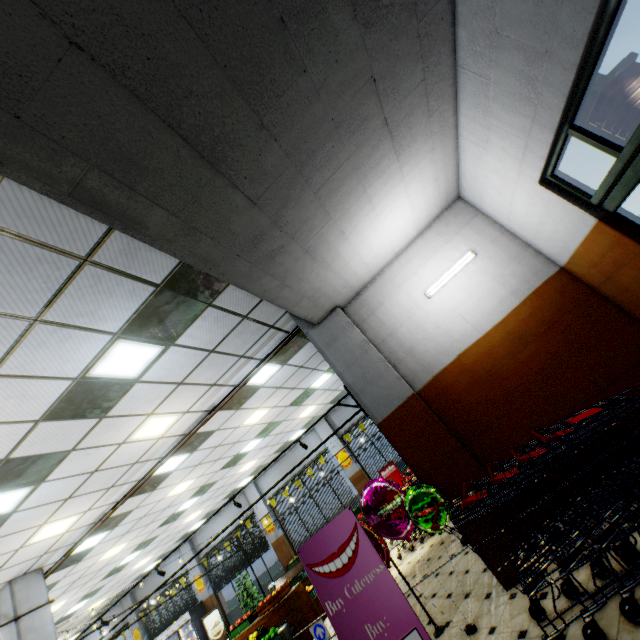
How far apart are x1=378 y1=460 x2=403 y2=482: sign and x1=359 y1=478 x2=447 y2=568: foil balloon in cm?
988

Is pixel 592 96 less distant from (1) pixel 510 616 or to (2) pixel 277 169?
(2) pixel 277 169

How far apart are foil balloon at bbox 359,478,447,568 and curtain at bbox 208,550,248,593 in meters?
13.9

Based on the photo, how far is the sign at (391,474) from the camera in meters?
13.2 m

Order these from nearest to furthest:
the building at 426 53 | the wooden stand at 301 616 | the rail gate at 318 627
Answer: the building at 426 53, the rail gate at 318 627, the wooden stand at 301 616

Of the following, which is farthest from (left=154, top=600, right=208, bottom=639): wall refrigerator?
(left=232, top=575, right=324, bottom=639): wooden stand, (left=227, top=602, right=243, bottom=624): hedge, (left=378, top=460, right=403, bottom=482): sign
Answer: (left=378, top=460, right=403, bottom=482): sign

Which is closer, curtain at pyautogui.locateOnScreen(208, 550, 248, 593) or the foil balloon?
the foil balloon
